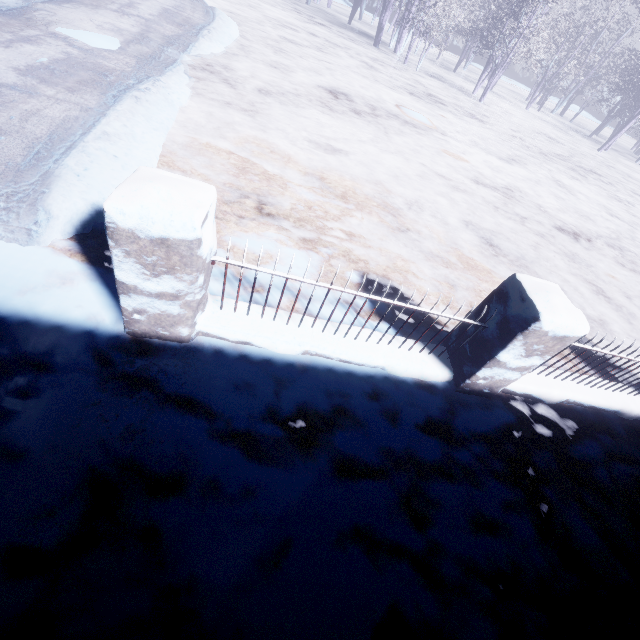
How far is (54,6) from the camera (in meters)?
5.28
